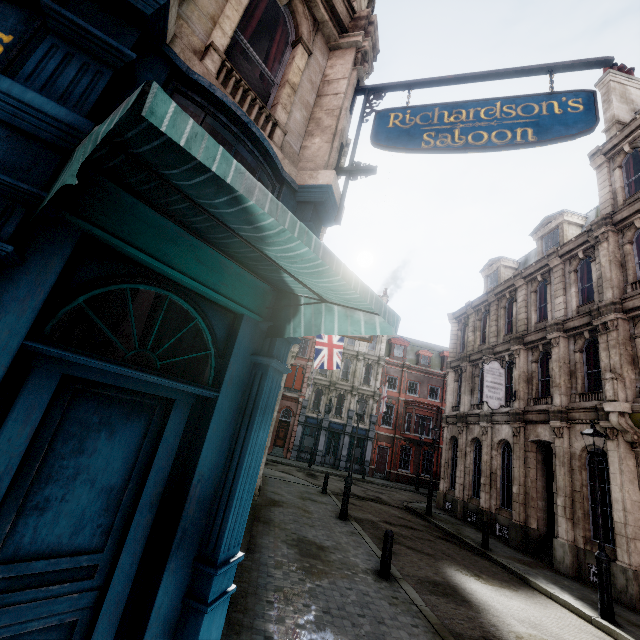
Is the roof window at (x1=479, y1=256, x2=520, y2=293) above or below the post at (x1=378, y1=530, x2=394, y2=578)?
above

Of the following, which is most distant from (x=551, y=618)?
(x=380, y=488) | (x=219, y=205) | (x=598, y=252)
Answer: (x=380, y=488)

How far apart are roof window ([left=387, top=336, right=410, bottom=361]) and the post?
30.29m

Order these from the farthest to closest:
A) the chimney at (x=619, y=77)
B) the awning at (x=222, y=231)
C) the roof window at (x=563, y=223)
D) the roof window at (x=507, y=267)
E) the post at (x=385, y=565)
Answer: the roof window at (x=507, y=267), the roof window at (x=563, y=223), the chimney at (x=619, y=77), the post at (x=385, y=565), the awning at (x=222, y=231)

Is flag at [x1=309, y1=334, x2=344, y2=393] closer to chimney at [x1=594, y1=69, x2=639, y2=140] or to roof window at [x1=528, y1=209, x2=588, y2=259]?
roof window at [x1=528, y1=209, x2=588, y2=259]

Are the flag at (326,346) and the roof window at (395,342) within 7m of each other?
no

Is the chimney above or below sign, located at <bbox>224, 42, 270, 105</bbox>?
above

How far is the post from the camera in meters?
7.7
